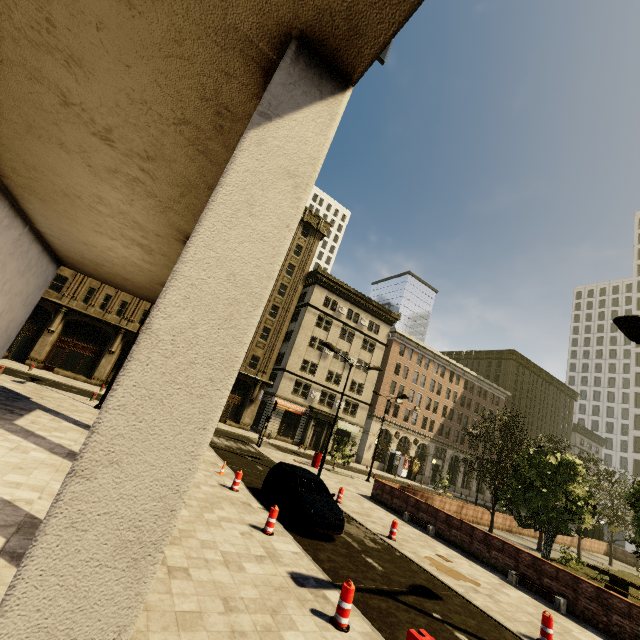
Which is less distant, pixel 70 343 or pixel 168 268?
pixel 168 268

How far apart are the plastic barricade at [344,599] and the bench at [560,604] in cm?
991

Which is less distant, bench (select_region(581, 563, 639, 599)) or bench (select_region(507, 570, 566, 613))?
bench (select_region(507, 570, 566, 613))

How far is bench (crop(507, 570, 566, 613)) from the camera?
11.0 meters

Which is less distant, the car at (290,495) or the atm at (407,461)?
the car at (290,495)

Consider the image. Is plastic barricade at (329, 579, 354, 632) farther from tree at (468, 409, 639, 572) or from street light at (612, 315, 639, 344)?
tree at (468, 409, 639, 572)

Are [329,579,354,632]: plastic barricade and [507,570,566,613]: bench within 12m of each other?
yes

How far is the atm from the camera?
44.7m
